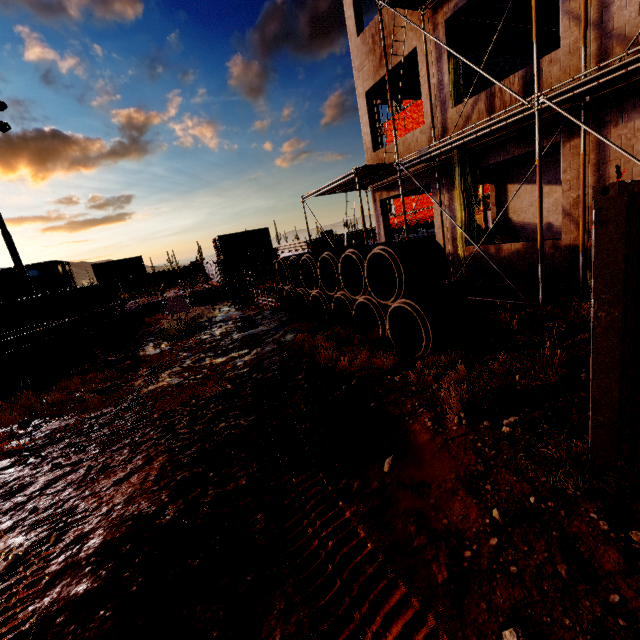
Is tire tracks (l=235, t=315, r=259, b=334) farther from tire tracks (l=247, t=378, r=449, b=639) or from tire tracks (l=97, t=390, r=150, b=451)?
tire tracks (l=247, t=378, r=449, b=639)

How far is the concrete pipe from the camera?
6.1 meters

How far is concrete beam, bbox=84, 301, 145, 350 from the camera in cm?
1276

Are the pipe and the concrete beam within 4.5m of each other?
no

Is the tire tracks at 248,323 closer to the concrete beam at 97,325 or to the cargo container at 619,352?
the concrete beam at 97,325

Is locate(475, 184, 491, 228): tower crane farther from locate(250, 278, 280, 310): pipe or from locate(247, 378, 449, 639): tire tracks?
locate(247, 378, 449, 639): tire tracks

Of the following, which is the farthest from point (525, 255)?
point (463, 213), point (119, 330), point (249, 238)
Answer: point (249, 238)
